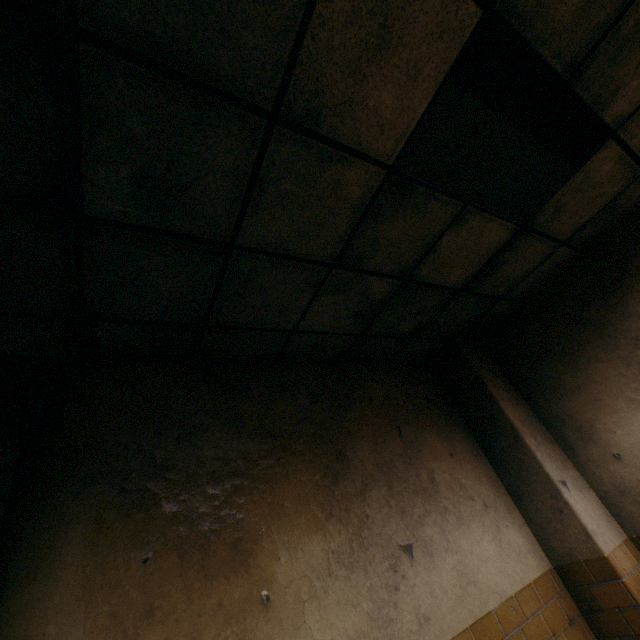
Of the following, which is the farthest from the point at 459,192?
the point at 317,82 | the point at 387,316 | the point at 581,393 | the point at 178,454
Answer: the point at 178,454
